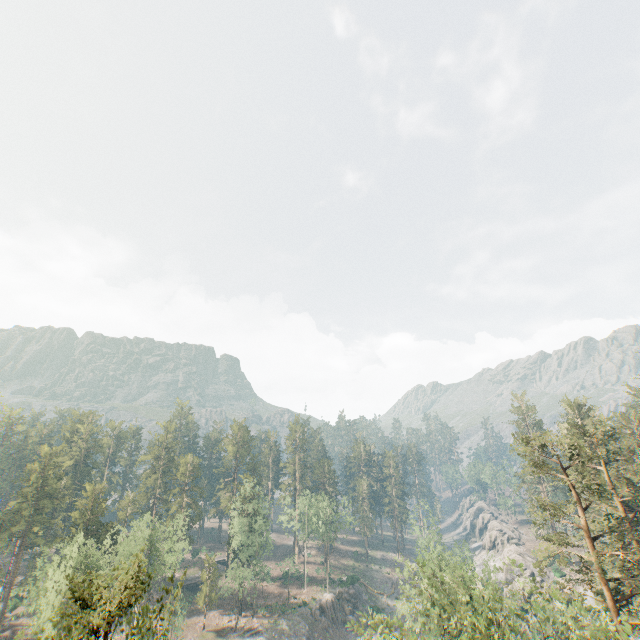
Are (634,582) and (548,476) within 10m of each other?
yes

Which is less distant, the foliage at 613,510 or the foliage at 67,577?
the foliage at 67,577

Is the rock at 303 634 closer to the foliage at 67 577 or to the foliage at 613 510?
the foliage at 67 577

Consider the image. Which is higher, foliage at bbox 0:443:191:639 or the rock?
foliage at bbox 0:443:191:639

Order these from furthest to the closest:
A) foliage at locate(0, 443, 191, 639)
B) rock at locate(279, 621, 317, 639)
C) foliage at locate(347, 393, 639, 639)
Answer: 1. rock at locate(279, 621, 317, 639)
2. foliage at locate(347, 393, 639, 639)
3. foliage at locate(0, 443, 191, 639)

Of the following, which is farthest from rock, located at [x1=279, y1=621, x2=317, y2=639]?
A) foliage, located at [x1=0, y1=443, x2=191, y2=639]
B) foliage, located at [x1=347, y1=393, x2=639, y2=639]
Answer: foliage, located at [x1=347, y1=393, x2=639, y2=639]

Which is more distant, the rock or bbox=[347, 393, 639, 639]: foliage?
the rock

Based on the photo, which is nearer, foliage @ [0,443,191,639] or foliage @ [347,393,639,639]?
foliage @ [0,443,191,639]
